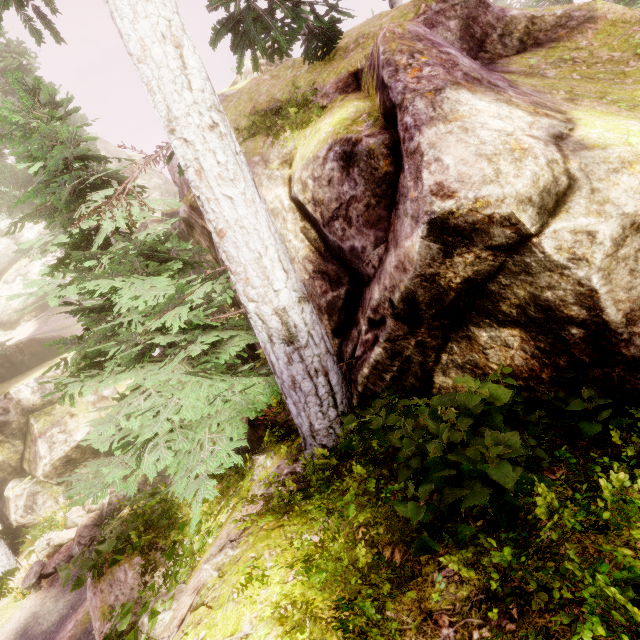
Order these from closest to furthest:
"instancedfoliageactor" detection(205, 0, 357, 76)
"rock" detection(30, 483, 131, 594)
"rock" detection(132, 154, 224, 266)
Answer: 1. "instancedfoliageactor" detection(205, 0, 357, 76)
2. "rock" detection(132, 154, 224, 266)
3. "rock" detection(30, 483, 131, 594)

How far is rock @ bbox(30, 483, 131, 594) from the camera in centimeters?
1195cm

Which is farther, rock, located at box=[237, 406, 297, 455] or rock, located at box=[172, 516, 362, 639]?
rock, located at box=[237, 406, 297, 455]

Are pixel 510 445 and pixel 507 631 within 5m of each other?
yes

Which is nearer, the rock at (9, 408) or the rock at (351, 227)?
the rock at (351, 227)

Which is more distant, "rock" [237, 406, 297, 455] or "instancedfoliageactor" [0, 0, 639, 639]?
"rock" [237, 406, 297, 455]

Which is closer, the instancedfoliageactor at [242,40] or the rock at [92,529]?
the instancedfoliageactor at [242,40]
